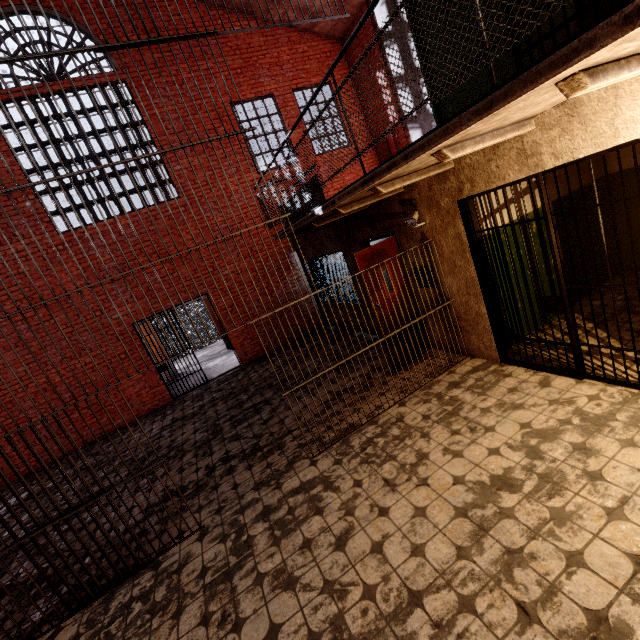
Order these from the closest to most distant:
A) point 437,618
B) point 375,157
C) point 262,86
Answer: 1. point 437,618
2. point 262,86
3. point 375,157

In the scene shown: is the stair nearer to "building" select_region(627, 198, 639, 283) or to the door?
the door

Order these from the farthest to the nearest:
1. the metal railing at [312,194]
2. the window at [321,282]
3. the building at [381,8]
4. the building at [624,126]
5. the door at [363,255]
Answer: the window at [321,282]
the door at [363,255]
the building at [381,8]
the building at [624,126]
the metal railing at [312,194]

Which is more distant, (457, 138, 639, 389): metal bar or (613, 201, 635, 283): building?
(613, 201, 635, 283): building

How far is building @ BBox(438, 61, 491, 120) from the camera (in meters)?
4.16

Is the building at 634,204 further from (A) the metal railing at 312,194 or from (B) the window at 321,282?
(B) the window at 321,282

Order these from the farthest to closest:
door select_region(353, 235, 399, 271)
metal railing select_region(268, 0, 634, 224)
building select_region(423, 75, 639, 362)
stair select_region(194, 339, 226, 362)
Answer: stair select_region(194, 339, 226, 362), door select_region(353, 235, 399, 271), building select_region(423, 75, 639, 362), metal railing select_region(268, 0, 634, 224)

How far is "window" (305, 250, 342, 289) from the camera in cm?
848
